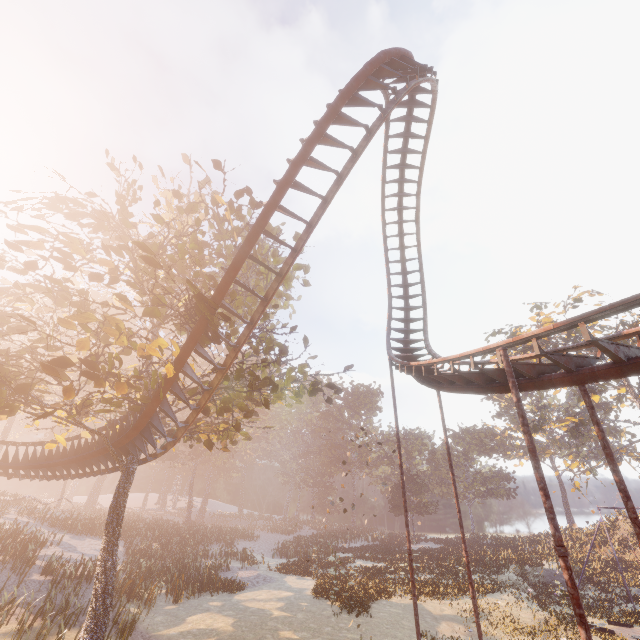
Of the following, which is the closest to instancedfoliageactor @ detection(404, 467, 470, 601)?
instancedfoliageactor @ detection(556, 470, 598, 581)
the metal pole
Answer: instancedfoliageactor @ detection(556, 470, 598, 581)

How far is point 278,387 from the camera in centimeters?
1330cm

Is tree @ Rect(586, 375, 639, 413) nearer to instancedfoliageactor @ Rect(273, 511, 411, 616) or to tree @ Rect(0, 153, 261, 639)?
instancedfoliageactor @ Rect(273, 511, 411, 616)

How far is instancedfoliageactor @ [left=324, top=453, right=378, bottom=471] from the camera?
56.44m

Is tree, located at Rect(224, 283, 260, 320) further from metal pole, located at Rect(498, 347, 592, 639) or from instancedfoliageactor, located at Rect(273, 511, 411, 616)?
instancedfoliageactor, located at Rect(273, 511, 411, 616)

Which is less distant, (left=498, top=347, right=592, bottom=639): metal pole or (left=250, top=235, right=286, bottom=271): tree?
(left=498, top=347, right=592, bottom=639): metal pole

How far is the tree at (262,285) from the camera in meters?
15.8 m

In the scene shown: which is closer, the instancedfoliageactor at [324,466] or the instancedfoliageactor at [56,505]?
the instancedfoliageactor at [56,505]
